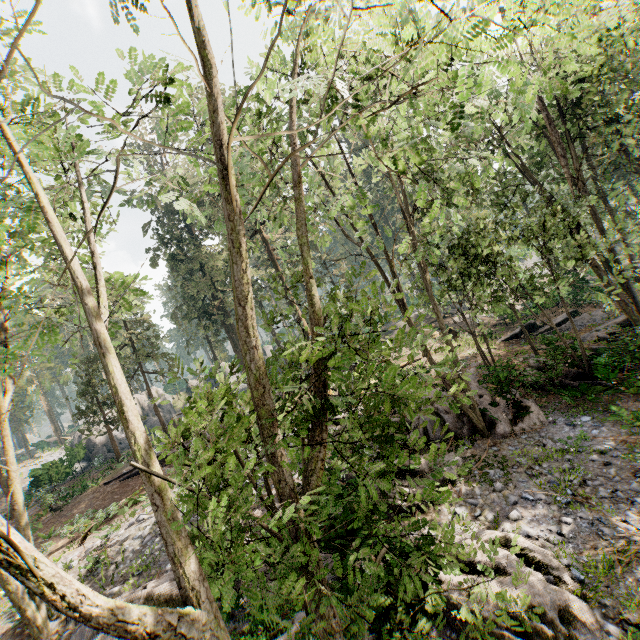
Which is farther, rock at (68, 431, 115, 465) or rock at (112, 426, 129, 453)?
rock at (112, 426, 129, 453)

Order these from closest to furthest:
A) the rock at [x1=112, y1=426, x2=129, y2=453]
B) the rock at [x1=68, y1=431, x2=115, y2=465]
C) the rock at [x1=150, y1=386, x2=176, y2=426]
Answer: the rock at [x1=68, y1=431, x2=115, y2=465] → the rock at [x1=112, y1=426, x2=129, y2=453] → the rock at [x1=150, y1=386, x2=176, y2=426]

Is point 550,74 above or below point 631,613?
above

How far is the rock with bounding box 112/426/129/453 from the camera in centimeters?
3600cm

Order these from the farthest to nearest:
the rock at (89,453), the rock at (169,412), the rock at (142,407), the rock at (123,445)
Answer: the rock at (169,412) → the rock at (142,407) → the rock at (123,445) → the rock at (89,453)

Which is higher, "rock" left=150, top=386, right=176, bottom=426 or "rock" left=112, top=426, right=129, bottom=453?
"rock" left=150, top=386, right=176, bottom=426

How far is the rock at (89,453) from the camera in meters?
32.5 m
